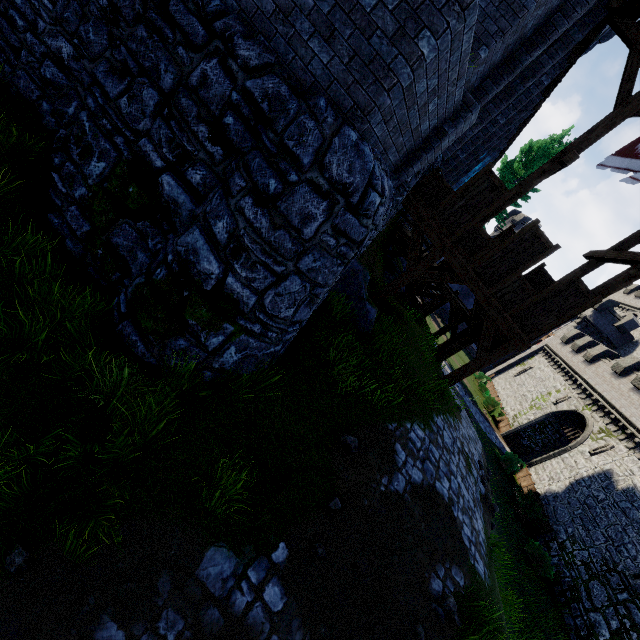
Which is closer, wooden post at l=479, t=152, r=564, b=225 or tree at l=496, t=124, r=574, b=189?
wooden post at l=479, t=152, r=564, b=225

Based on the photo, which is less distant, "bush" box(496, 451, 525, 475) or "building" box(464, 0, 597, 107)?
"building" box(464, 0, 597, 107)

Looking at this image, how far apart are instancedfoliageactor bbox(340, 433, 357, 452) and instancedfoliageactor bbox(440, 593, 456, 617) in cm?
257

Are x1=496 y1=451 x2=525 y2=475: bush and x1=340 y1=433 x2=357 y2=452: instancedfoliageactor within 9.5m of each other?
no

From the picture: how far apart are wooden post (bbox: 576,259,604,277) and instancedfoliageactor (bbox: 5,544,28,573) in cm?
1434

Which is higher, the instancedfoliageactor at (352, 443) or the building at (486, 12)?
the building at (486, 12)

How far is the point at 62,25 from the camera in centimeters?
511cm

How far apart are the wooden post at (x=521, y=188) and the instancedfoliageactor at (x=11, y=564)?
11.16m
